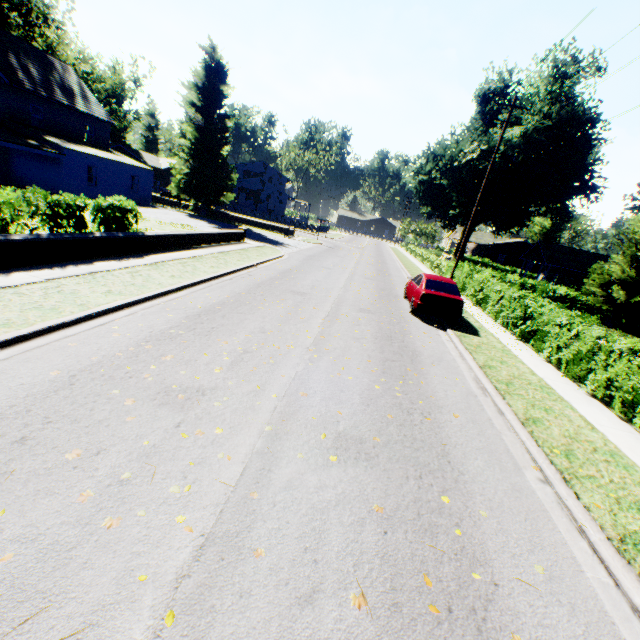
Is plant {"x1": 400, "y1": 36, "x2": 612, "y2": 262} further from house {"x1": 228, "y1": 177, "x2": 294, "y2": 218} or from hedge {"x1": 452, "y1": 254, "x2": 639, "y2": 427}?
hedge {"x1": 452, "y1": 254, "x2": 639, "y2": 427}

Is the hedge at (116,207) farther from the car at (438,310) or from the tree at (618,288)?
the car at (438,310)

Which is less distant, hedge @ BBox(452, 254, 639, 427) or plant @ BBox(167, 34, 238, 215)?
hedge @ BBox(452, 254, 639, 427)

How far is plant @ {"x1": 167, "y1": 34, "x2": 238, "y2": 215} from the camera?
30.9 meters

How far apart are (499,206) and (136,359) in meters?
39.5 m

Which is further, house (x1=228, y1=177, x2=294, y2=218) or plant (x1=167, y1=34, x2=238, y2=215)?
house (x1=228, y1=177, x2=294, y2=218)

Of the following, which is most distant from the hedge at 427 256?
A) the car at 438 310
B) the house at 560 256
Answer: Result: the house at 560 256
